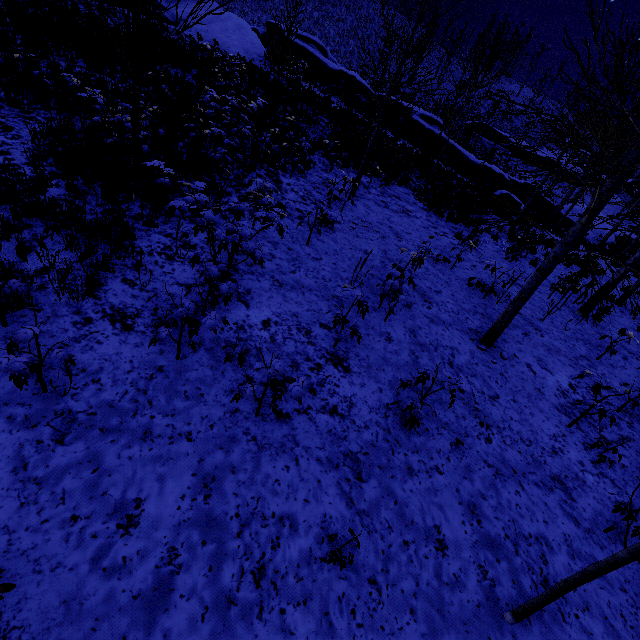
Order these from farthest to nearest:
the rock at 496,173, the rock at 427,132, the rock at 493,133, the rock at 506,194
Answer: the rock at 493,133 < the rock at 496,173 < the rock at 427,132 < the rock at 506,194

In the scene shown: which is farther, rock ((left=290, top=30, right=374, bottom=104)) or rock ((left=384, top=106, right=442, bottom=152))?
rock ((left=290, top=30, right=374, bottom=104))

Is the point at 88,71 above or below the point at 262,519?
above

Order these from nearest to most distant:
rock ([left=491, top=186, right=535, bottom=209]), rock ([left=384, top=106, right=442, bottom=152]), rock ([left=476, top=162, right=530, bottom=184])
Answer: rock ([left=491, top=186, right=535, bottom=209]) → rock ([left=384, top=106, right=442, bottom=152]) → rock ([left=476, top=162, right=530, bottom=184])

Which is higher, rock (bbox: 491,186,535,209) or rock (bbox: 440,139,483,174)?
rock (bbox: 440,139,483,174)

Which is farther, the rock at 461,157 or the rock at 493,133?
the rock at 493,133
